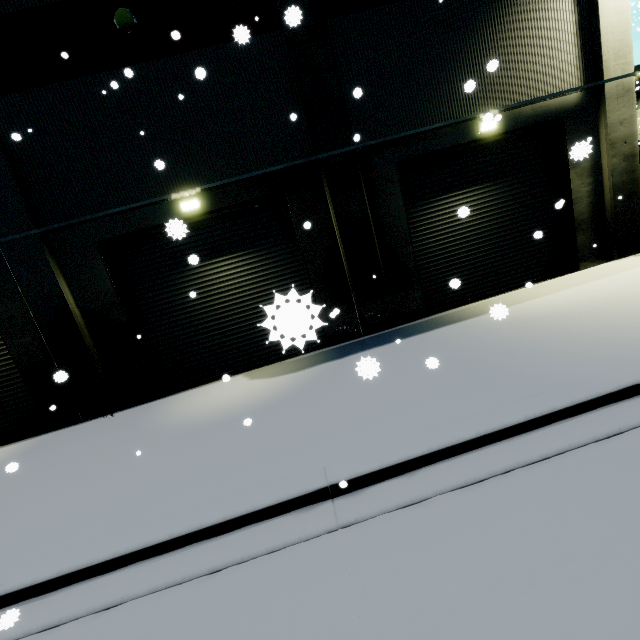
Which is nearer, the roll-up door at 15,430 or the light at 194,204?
the light at 194,204

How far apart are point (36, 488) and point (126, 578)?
3.7m

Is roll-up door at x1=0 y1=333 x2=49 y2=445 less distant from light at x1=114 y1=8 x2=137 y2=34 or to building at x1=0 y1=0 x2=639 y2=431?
building at x1=0 y1=0 x2=639 y2=431

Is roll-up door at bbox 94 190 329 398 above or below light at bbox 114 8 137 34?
below

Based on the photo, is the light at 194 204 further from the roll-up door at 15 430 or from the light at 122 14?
the light at 122 14

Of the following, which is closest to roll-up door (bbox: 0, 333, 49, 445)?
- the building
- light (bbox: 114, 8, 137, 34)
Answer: the building

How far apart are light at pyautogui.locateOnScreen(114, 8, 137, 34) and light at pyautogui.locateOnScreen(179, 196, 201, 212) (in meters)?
3.73
